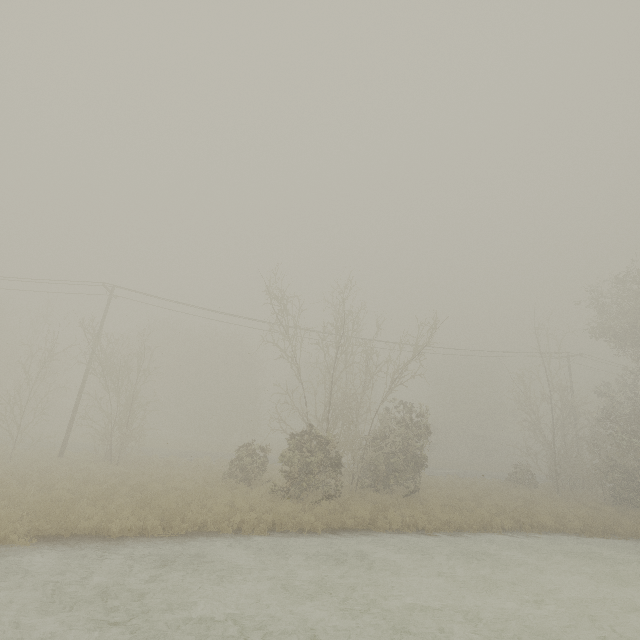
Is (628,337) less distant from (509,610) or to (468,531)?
(468,531)
